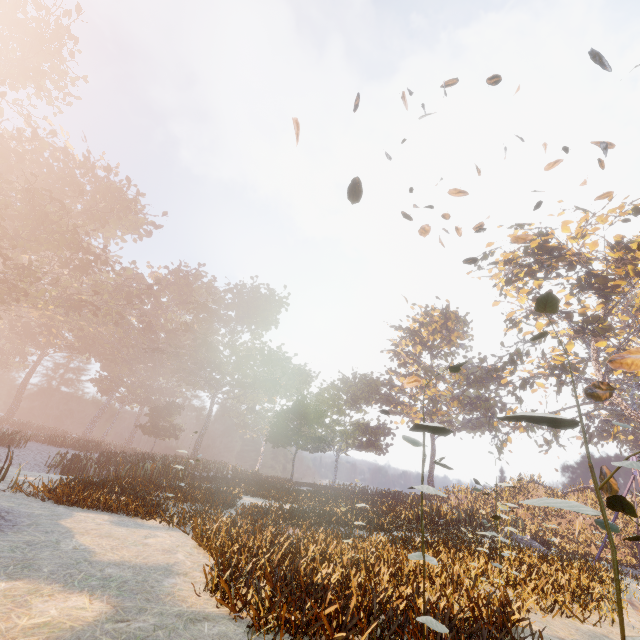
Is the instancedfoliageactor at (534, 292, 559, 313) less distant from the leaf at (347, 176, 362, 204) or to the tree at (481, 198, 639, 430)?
the leaf at (347, 176, 362, 204)

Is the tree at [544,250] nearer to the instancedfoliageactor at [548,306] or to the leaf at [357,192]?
A: the leaf at [357,192]

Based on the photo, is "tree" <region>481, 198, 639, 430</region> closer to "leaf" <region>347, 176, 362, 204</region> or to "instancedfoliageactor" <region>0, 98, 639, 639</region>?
"instancedfoliageactor" <region>0, 98, 639, 639</region>

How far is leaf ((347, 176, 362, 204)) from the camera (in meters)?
4.82

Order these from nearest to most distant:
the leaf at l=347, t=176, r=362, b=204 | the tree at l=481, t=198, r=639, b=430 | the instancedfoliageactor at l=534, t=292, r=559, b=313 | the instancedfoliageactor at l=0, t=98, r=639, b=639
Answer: the instancedfoliageactor at l=534, t=292, r=559, b=313 < the instancedfoliageactor at l=0, t=98, r=639, b=639 < the leaf at l=347, t=176, r=362, b=204 < the tree at l=481, t=198, r=639, b=430

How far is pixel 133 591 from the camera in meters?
4.1 m

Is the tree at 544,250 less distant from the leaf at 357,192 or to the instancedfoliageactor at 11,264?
the instancedfoliageactor at 11,264

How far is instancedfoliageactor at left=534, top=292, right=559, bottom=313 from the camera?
2.6 meters
